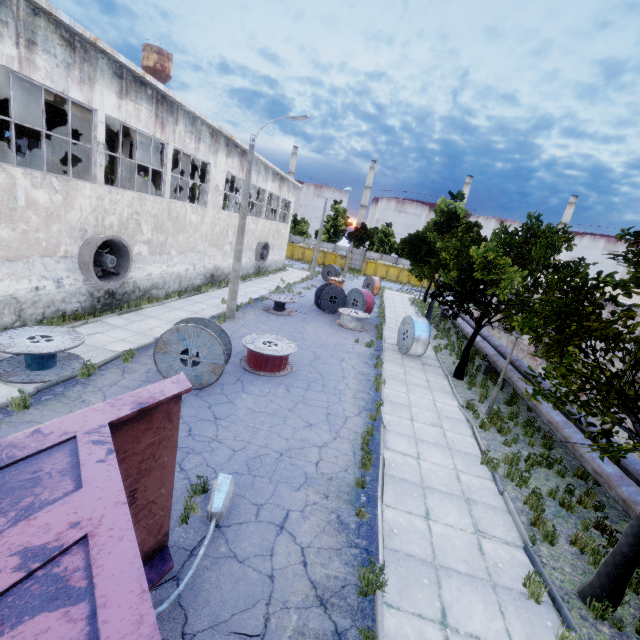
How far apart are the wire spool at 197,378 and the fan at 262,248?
20.5m

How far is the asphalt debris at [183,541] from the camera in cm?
497

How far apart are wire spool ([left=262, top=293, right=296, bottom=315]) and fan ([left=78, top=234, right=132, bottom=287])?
7.4m

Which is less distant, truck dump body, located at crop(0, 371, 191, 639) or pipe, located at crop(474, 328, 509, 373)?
truck dump body, located at crop(0, 371, 191, 639)

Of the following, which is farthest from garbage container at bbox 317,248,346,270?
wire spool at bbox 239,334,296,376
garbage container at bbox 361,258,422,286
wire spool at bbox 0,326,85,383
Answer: wire spool at bbox 0,326,85,383

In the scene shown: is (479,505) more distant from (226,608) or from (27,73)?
(27,73)

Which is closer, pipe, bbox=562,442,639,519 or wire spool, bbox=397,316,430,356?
pipe, bbox=562,442,639,519

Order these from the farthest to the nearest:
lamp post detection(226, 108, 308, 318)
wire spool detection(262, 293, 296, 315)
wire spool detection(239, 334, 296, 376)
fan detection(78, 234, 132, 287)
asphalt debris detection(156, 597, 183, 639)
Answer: wire spool detection(262, 293, 296, 315) < lamp post detection(226, 108, 308, 318) < fan detection(78, 234, 132, 287) < wire spool detection(239, 334, 296, 376) < asphalt debris detection(156, 597, 183, 639)
